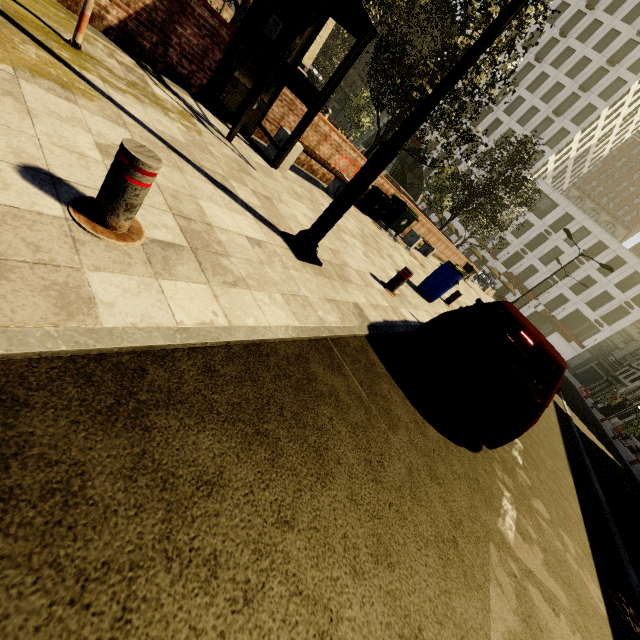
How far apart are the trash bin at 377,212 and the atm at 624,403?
46.89m

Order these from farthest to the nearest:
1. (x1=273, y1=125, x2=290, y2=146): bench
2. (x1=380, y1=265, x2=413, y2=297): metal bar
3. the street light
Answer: (x1=273, y1=125, x2=290, y2=146): bench
(x1=380, y1=265, x2=413, y2=297): metal bar
the street light

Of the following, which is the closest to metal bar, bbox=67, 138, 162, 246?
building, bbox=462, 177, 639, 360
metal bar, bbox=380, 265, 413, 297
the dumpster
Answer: metal bar, bbox=380, 265, 413, 297

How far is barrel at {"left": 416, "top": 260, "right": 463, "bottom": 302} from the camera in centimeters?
791cm

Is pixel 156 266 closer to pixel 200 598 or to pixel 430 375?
pixel 200 598

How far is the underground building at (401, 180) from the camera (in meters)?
37.19

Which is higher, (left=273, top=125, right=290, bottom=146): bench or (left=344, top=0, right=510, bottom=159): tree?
(left=344, top=0, right=510, bottom=159): tree

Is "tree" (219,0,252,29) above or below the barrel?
above
